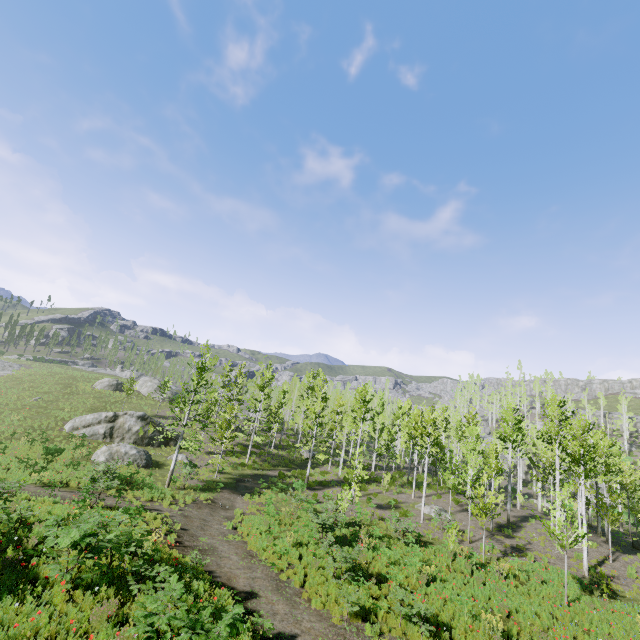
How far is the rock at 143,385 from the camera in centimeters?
5038cm

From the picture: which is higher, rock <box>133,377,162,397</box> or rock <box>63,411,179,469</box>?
rock <box>133,377,162,397</box>

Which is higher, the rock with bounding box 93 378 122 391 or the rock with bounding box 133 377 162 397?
the rock with bounding box 133 377 162 397

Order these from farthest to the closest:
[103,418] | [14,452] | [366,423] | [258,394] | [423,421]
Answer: [366,423] < [258,394] < [423,421] < [103,418] < [14,452]

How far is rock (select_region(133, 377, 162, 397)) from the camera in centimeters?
5038cm

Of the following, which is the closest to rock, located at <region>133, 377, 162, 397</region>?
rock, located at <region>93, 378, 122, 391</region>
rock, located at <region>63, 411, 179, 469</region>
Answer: rock, located at <region>93, 378, 122, 391</region>

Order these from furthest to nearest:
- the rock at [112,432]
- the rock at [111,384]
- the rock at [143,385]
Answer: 1. the rock at [143,385]
2. the rock at [111,384]
3. the rock at [112,432]
